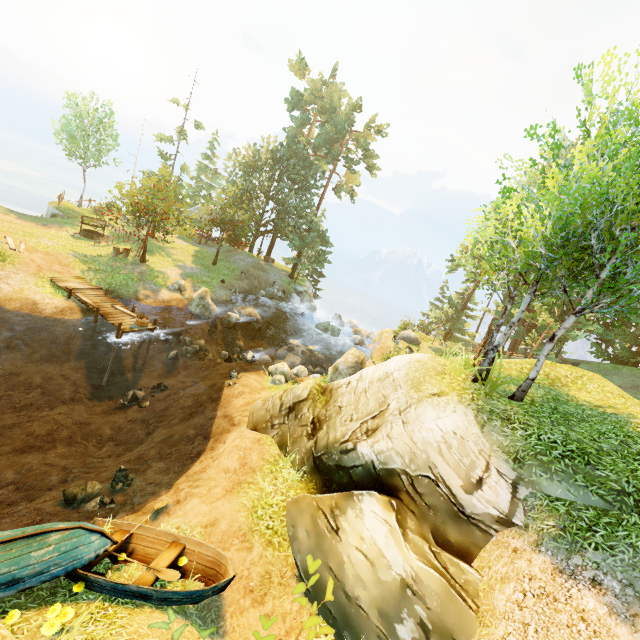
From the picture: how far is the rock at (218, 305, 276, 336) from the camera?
23.9 meters

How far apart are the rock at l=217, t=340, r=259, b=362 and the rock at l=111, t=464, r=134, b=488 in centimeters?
996cm

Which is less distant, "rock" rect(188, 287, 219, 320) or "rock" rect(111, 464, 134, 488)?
"rock" rect(111, 464, 134, 488)

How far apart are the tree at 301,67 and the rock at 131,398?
39.6m

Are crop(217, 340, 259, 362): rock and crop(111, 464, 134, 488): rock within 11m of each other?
yes

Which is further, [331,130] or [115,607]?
[331,130]

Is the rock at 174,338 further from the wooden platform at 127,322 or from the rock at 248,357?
the wooden platform at 127,322

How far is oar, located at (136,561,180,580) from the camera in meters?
6.3
